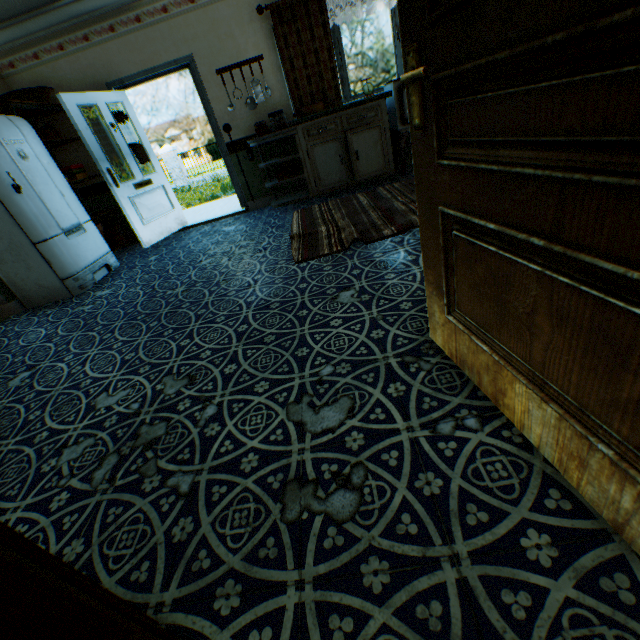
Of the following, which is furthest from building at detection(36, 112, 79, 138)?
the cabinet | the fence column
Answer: the fence column

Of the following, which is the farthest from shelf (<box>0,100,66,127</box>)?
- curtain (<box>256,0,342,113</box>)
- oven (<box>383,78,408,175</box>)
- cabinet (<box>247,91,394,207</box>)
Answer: oven (<box>383,78,408,175</box>)

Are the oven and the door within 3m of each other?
no

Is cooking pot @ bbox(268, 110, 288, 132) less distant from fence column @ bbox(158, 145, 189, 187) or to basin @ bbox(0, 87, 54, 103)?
basin @ bbox(0, 87, 54, 103)

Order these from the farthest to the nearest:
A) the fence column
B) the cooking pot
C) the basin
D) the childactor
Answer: the fence column, the cooking pot, the basin, the childactor

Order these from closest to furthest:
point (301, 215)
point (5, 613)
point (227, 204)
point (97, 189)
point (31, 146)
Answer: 1. point (5, 613)
2. point (31, 146)
3. point (301, 215)
4. point (97, 189)
5. point (227, 204)

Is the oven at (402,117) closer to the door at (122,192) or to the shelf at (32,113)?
the door at (122,192)

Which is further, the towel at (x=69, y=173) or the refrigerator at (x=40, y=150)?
the towel at (x=69, y=173)
